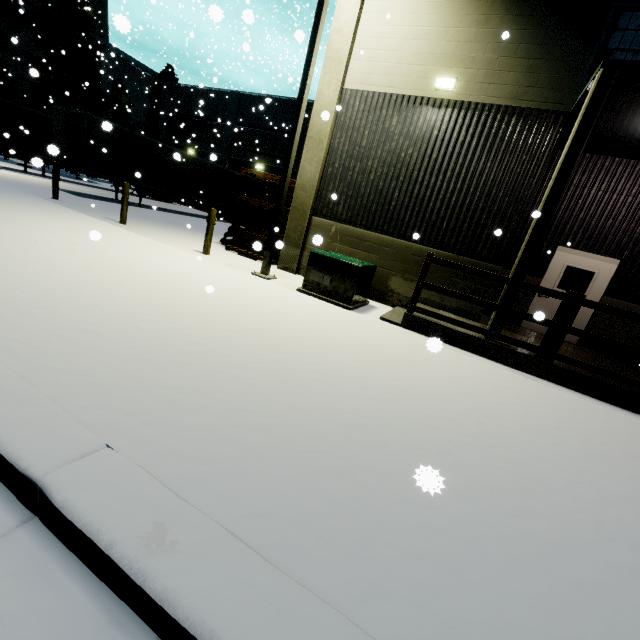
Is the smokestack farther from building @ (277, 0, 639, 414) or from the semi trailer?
the semi trailer

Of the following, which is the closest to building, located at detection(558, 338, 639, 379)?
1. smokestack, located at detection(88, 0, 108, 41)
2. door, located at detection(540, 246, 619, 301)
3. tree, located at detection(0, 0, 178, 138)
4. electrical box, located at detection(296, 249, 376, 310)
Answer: door, located at detection(540, 246, 619, 301)

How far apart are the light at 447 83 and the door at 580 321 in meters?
5.1 m

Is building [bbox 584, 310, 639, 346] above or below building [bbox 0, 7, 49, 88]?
below

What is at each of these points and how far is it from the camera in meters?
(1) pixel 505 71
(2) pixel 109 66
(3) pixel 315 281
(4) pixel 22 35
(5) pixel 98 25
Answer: (1) building, 7.4
(2) building, 41.8
(3) electrical box, 7.8
(4) building, 34.1
(5) smokestack, 43.8

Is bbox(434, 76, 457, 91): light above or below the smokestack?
below

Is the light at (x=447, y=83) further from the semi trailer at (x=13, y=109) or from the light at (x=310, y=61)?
the semi trailer at (x=13, y=109)

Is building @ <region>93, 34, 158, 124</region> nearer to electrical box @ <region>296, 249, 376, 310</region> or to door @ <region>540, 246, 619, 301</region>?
door @ <region>540, 246, 619, 301</region>
